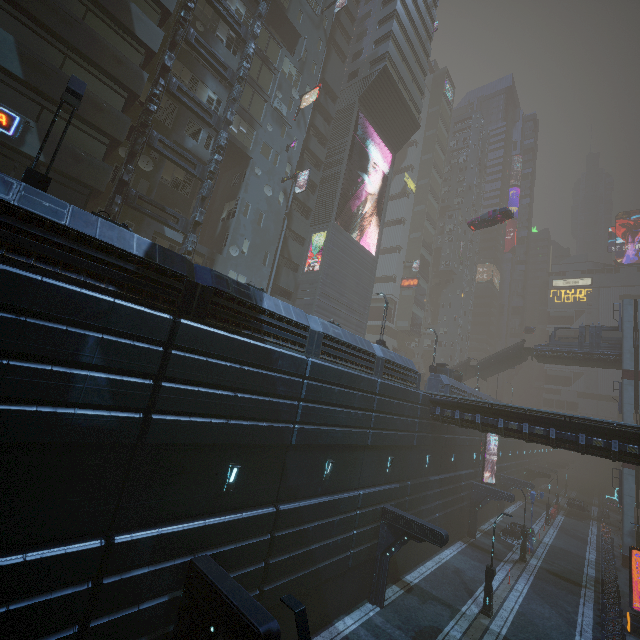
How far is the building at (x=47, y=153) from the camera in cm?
1458

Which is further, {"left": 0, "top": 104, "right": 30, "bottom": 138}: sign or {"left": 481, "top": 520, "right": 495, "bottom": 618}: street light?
{"left": 481, "top": 520, "right": 495, "bottom": 618}: street light

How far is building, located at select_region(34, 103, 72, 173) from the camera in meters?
14.6

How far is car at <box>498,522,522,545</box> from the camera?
30.7m

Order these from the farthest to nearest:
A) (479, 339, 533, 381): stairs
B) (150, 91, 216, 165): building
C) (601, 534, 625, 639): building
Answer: (479, 339, 533, 381): stairs, (150, 91, 216, 165): building, (601, 534, 625, 639): building

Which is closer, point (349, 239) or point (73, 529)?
point (73, 529)

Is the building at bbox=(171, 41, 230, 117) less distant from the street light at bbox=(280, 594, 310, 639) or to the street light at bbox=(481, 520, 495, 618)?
the street light at bbox=(280, 594, 310, 639)

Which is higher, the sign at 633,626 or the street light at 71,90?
the street light at 71,90
